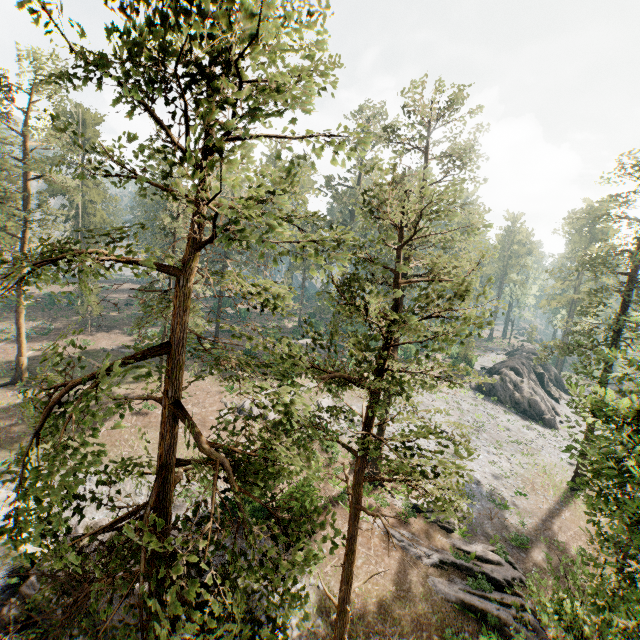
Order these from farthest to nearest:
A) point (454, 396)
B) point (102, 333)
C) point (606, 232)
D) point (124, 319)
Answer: point (606, 232) < point (124, 319) < point (102, 333) < point (454, 396)

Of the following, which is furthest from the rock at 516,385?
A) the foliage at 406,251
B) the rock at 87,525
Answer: the rock at 87,525

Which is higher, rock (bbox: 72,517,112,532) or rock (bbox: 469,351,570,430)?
rock (bbox: 469,351,570,430)

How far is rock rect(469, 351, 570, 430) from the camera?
41.5m

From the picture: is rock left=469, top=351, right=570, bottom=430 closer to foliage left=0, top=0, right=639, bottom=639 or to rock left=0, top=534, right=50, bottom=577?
foliage left=0, top=0, right=639, bottom=639

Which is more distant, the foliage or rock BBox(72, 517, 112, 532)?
rock BBox(72, 517, 112, 532)

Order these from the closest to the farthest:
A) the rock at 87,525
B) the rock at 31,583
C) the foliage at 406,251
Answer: the foliage at 406,251 → the rock at 31,583 → the rock at 87,525

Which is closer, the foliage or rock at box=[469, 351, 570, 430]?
the foliage
